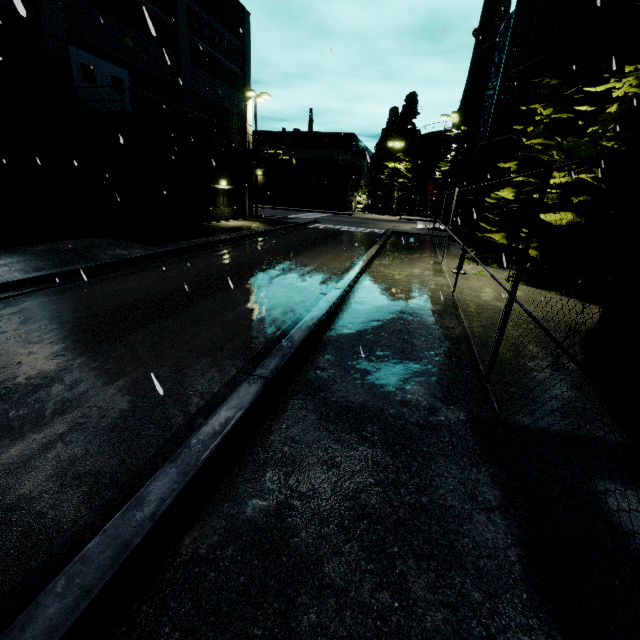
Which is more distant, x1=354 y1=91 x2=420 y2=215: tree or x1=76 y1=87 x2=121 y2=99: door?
x1=354 y1=91 x2=420 y2=215: tree

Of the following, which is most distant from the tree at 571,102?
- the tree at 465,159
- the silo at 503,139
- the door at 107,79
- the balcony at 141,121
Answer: the door at 107,79

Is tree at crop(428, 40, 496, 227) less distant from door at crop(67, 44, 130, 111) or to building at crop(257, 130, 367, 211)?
building at crop(257, 130, 367, 211)

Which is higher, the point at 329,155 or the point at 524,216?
the point at 329,155

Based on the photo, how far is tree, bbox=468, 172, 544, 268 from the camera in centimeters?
1331cm

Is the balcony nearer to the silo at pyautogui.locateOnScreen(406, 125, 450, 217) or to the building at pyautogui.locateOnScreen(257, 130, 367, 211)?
the building at pyautogui.locateOnScreen(257, 130, 367, 211)

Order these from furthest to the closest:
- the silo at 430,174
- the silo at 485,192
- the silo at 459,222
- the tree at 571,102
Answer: the silo at 430,174, the silo at 459,222, the silo at 485,192, the tree at 571,102

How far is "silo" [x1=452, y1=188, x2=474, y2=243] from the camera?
20.8 meters
